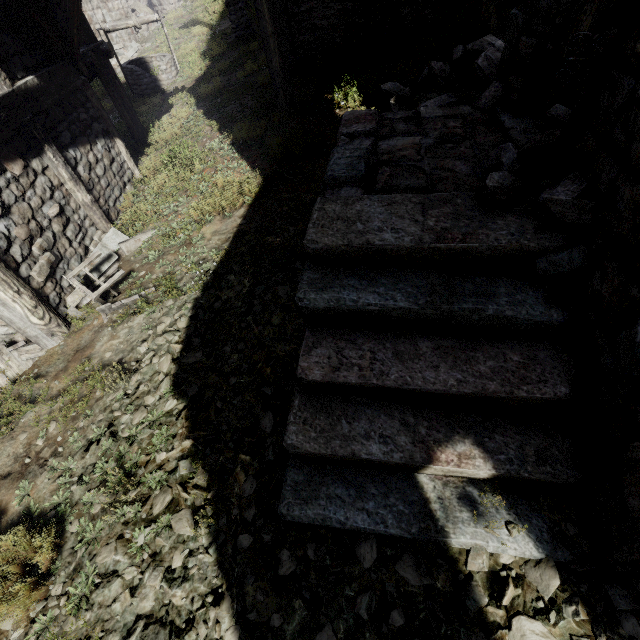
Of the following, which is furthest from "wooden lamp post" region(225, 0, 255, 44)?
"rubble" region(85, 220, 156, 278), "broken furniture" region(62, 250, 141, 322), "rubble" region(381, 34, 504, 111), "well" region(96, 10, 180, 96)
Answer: "broken furniture" region(62, 250, 141, 322)

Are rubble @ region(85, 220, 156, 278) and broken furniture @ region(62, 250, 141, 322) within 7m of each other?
yes

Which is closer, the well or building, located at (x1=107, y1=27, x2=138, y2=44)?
the well

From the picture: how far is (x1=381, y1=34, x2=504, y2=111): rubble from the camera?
4.9 meters

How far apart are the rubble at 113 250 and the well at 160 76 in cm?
898

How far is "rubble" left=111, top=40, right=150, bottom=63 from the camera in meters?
Answer: 15.8 m

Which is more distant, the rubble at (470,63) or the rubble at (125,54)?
the rubble at (125,54)

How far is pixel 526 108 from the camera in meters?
4.2
